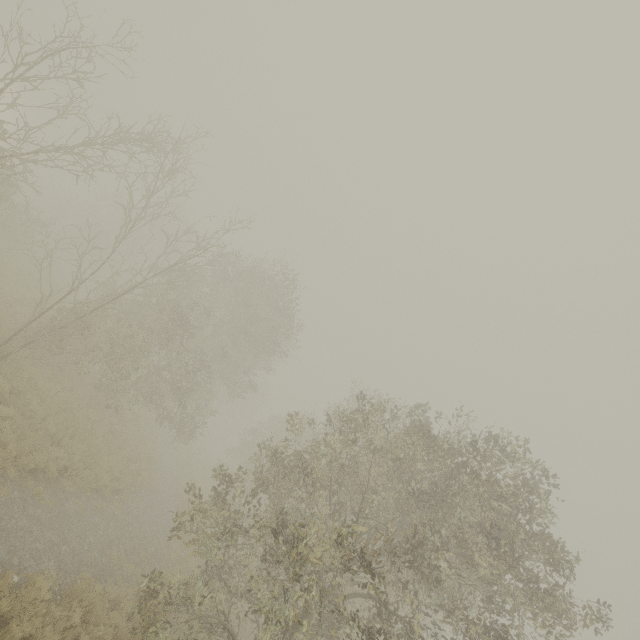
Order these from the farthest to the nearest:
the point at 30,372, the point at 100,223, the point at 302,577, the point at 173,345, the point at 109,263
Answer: the point at 100,223 → the point at 173,345 → the point at 109,263 → the point at 30,372 → the point at 302,577
